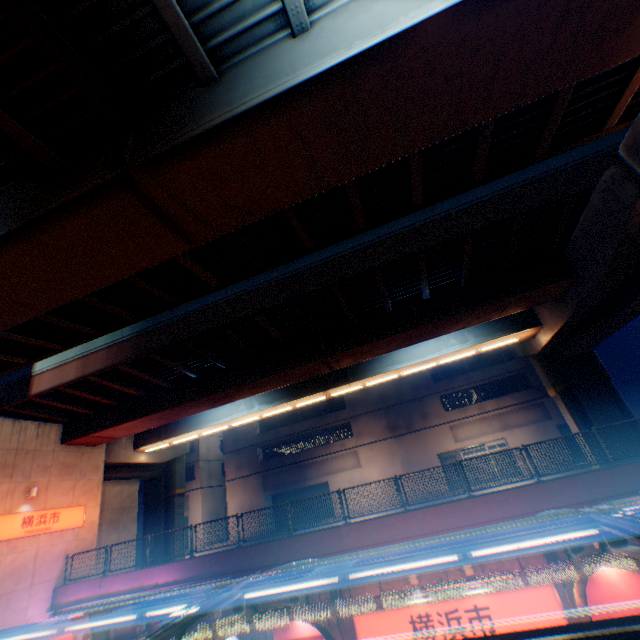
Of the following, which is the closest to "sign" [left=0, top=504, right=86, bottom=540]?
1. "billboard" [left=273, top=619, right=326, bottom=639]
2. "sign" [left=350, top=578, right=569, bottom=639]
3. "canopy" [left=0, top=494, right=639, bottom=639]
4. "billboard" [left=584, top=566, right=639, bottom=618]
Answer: "canopy" [left=0, top=494, right=639, bottom=639]

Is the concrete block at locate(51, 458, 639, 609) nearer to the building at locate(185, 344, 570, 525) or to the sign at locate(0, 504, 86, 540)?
the sign at locate(0, 504, 86, 540)

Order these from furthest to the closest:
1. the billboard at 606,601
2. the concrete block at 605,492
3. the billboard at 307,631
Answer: the billboard at 307,631, the concrete block at 605,492, the billboard at 606,601

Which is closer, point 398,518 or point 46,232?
point 46,232

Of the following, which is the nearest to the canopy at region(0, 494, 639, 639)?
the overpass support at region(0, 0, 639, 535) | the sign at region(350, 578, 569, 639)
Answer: the sign at region(350, 578, 569, 639)

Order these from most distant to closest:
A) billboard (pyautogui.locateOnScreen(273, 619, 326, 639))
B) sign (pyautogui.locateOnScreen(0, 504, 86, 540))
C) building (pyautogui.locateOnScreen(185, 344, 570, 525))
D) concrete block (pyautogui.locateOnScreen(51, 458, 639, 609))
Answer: building (pyautogui.locateOnScreen(185, 344, 570, 525)), sign (pyautogui.locateOnScreen(0, 504, 86, 540)), billboard (pyautogui.locateOnScreen(273, 619, 326, 639)), concrete block (pyautogui.locateOnScreen(51, 458, 639, 609))

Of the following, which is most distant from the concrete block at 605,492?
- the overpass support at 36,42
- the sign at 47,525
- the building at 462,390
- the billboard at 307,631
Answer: the building at 462,390

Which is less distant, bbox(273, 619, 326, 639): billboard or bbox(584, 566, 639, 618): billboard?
bbox(584, 566, 639, 618): billboard
